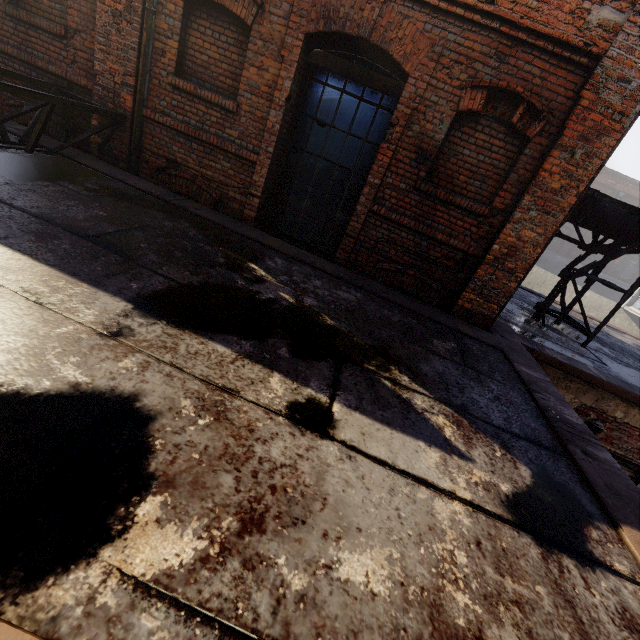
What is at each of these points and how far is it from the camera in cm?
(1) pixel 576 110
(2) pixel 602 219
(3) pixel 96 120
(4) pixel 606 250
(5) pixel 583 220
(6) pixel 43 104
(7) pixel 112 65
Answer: (1) building, 395
(2) pipe, 636
(3) building, 527
(4) scaffolding, 648
(5) pipe, 648
(6) scaffolding, 407
(7) building, 491

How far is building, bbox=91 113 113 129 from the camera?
5.2 meters

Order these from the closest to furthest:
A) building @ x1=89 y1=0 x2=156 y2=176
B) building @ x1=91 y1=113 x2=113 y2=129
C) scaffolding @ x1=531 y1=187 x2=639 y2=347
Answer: building @ x1=89 y1=0 x2=156 y2=176 < building @ x1=91 y1=113 x2=113 y2=129 < scaffolding @ x1=531 y1=187 x2=639 y2=347

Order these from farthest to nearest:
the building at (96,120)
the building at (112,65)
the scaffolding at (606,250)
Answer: the scaffolding at (606,250)
the building at (96,120)
the building at (112,65)

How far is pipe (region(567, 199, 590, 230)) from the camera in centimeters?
633cm

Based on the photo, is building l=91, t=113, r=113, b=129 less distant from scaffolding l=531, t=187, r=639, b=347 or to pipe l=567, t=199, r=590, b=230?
scaffolding l=531, t=187, r=639, b=347

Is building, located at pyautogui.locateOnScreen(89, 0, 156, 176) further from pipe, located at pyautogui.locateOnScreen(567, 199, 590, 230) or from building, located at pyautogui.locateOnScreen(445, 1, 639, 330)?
pipe, located at pyautogui.locateOnScreen(567, 199, 590, 230)

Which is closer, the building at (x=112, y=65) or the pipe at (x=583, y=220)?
the building at (x=112, y=65)
